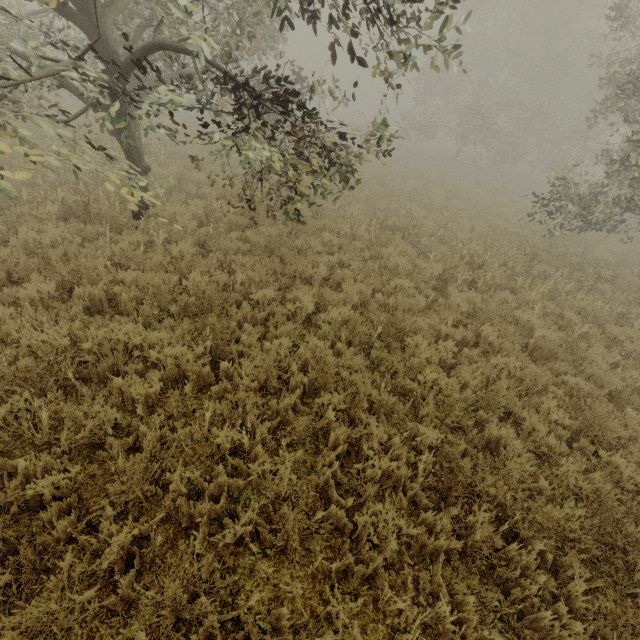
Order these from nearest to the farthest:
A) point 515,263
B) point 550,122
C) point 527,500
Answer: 1. point 527,500
2. point 515,263
3. point 550,122

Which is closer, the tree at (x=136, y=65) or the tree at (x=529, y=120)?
the tree at (x=136, y=65)

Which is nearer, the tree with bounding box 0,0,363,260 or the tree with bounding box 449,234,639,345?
the tree with bounding box 0,0,363,260

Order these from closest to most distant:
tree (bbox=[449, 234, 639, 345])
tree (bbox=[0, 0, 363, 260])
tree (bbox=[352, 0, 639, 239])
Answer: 1. tree (bbox=[0, 0, 363, 260])
2. tree (bbox=[352, 0, 639, 239])
3. tree (bbox=[449, 234, 639, 345])

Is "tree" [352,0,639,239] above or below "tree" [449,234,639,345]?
above

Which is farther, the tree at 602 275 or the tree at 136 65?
the tree at 602 275

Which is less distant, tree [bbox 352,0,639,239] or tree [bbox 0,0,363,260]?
tree [bbox 0,0,363,260]
